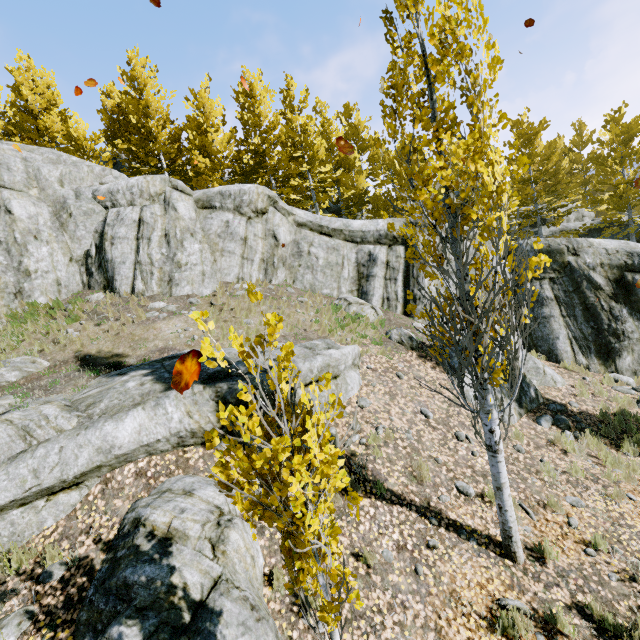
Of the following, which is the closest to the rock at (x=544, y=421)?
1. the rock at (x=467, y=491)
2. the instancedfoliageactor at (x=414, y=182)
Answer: the instancedfoliageactor at (x=414, y=182)

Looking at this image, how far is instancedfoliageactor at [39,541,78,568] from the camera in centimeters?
457cm

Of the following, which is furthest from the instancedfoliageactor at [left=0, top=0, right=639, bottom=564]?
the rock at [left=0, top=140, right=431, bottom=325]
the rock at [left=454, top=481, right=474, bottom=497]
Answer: the rock at [left=454, top=481, right=474, bottom=497]

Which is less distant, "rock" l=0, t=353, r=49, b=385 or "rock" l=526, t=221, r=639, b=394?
"rock" l=0, t=353, r=49, b=385

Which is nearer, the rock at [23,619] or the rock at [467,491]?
the rock at [23,619]

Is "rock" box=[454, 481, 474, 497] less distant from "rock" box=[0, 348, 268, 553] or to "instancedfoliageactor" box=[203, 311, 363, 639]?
"instancedfoliageactor" box=[203, 311, 363, 639]

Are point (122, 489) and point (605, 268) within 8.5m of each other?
no
